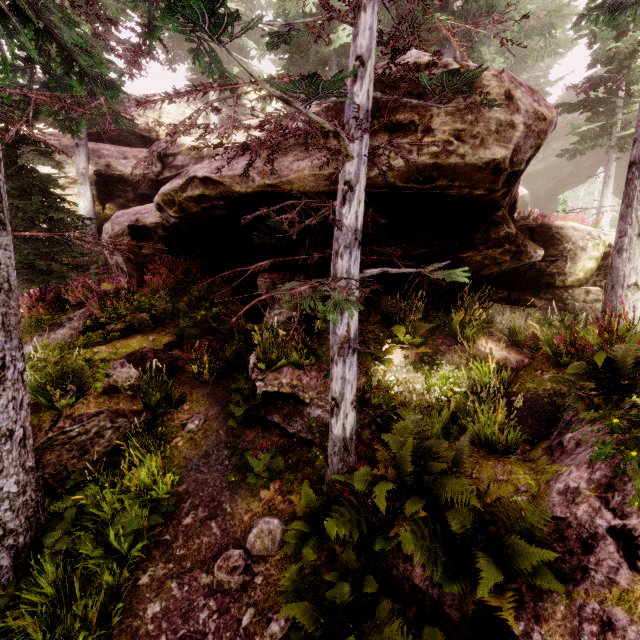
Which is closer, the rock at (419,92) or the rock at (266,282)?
the rock at (419,92)

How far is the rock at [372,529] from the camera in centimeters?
470cm

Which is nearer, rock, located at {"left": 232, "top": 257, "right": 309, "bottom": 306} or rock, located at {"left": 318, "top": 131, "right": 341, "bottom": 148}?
rock, located at {"left": 318, "top": 131, "right": 341, "bottom": 148}

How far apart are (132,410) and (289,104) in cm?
608

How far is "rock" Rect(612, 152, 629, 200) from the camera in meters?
28.6 m

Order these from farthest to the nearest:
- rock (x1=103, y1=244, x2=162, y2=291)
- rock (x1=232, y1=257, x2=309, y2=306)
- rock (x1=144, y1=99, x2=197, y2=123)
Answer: rock (x1=144, y1=99, x2=197, y2=123)
rock (x1=103, y1=244, x2=162, y2=291)
rock (x1=232, y1=257, x2=309, y2=306)

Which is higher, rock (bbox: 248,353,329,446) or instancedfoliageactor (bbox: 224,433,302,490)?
rock (bbox: 248,353,329,446)
